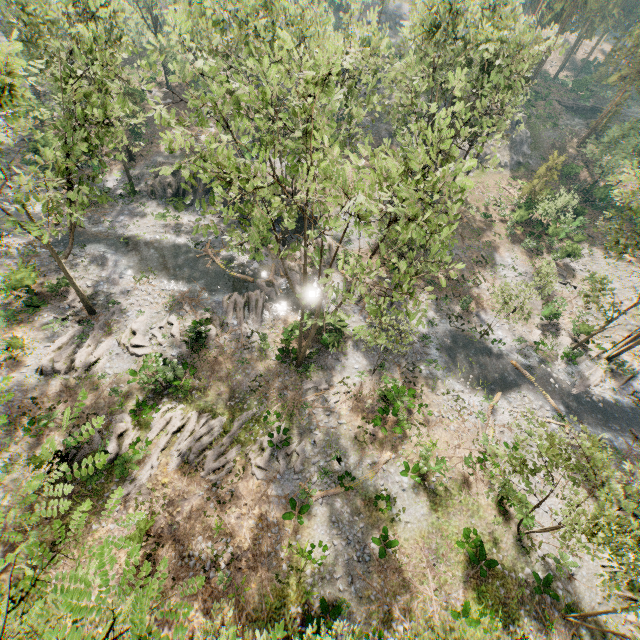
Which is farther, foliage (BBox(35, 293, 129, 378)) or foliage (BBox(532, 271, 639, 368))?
foliage (BBox(532, 271, 639, 368))

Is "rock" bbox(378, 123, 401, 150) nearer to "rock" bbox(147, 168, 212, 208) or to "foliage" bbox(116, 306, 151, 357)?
"foliage" bbox(116, 306, 151, 357)

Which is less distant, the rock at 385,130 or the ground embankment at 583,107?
the rock at 385,130

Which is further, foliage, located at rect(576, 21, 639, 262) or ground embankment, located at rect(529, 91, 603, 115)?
ground embankment, located at rect(529, 91, 603, 115)

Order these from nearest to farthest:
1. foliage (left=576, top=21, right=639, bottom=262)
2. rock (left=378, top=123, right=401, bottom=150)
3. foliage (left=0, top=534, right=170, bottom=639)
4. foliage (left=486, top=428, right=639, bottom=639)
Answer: foliage (left=0, top=534, right=170, bottom=639), foliage (left=486, top=428, right=639, bottom=639), foliage (left=576, top=21, right=639, bottom=262), rock (left=378, top=123, right=401, bottom=150)

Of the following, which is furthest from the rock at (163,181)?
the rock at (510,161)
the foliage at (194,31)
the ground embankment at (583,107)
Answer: the ground embankment at (583,107)

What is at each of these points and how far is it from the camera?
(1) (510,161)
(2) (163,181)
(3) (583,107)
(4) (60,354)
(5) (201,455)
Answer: (1) rock, 48.0 meters
(2) rock, 34.0 meters
(3) ground embankment, 58.8 meters
(4) foliage, 22.2 meters
(5) foliage, 20.2 meters
